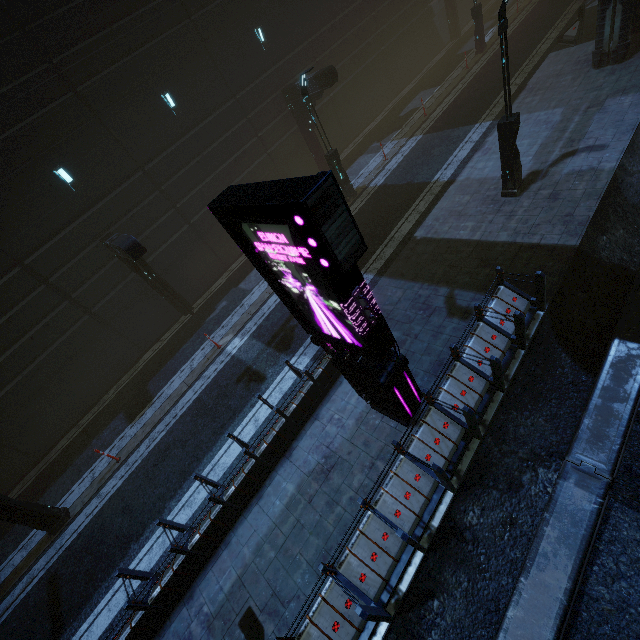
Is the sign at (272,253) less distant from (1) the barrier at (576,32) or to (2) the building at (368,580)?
(2) the building at (368,580)

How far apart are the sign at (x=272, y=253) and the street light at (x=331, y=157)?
10.2 meters

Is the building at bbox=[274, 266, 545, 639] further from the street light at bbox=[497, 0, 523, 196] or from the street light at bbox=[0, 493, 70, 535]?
the street light at bbox=[497, 0, 523, 196]

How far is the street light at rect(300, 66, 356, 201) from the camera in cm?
1280

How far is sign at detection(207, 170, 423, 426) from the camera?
3.5m

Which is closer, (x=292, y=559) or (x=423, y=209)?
(x=292, y=559)

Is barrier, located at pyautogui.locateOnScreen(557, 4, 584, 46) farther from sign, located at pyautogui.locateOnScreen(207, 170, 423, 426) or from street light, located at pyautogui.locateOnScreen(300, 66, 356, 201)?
sign, located at pyautogui.locateOnScreen(207, 170, 423, 426)

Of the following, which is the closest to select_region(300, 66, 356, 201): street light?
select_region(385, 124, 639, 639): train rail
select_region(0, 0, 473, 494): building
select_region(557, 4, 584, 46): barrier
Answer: select_region(0, 0, 473, 494): building
